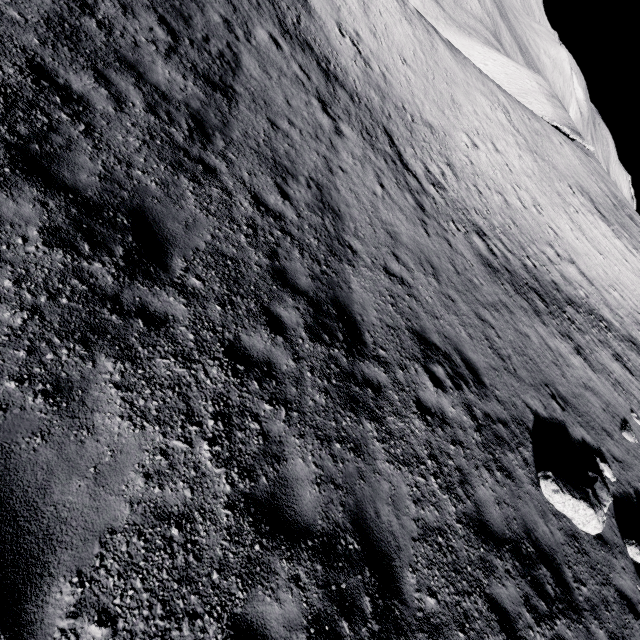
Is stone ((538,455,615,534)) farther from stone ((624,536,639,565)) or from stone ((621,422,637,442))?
stone ((621,422,637,442))

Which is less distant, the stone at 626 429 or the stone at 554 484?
the stone at 554 484

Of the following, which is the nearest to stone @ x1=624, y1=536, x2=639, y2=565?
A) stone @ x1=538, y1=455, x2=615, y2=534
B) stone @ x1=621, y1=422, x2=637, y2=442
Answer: stone @ x1=538, y1=455, x2=615, y2=534

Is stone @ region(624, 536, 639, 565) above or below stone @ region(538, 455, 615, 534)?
above

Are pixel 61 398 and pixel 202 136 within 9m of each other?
yes

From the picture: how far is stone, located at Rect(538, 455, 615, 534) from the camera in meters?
7.0 m

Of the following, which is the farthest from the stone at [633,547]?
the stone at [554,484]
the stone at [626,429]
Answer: the stone at [626,429]
